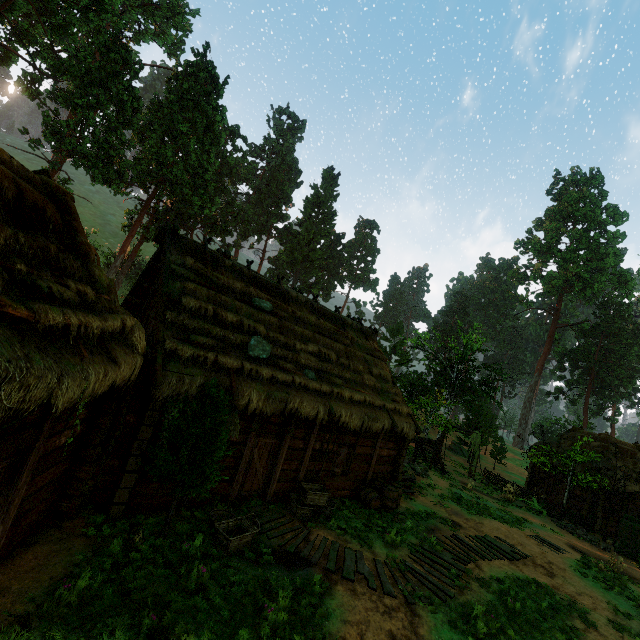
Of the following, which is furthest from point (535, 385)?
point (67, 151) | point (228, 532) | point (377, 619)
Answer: point (67, 151)

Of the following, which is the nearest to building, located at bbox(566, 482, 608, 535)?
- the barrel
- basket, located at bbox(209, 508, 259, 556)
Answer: the barrel

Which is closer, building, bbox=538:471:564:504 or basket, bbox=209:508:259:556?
basket, bbox=209:508:259:556

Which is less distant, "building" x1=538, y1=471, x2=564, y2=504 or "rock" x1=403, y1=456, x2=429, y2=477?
"rock" x1=403, y1=456, x2=429, y2=477

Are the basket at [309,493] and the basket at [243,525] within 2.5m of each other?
yes

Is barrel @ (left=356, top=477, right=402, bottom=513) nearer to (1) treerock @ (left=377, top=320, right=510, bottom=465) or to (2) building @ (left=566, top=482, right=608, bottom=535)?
(2) building @ (left=566, top=482, right=608, bottom=535)

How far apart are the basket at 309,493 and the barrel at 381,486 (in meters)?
1.90

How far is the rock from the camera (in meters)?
19.25
